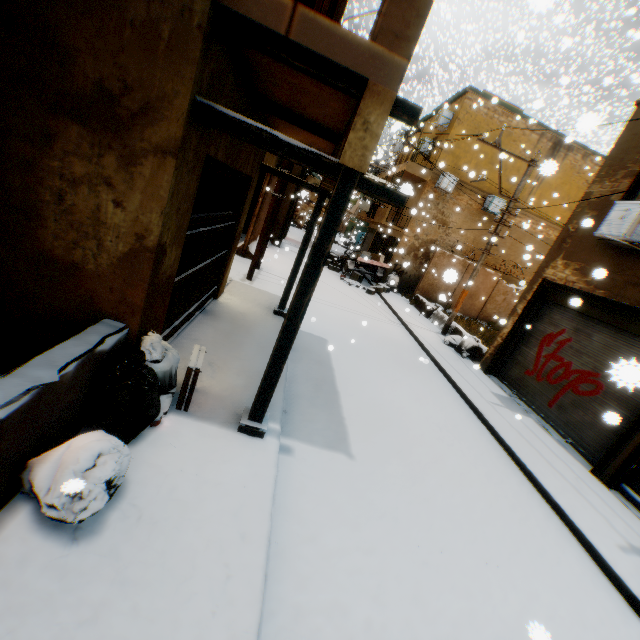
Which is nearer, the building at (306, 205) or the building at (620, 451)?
the building at (620, 451)

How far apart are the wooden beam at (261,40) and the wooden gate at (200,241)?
0.6m

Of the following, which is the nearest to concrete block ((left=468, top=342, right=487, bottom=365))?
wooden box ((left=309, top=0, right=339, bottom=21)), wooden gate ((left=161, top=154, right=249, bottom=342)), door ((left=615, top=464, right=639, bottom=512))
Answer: door ((left=615, top=464, right=639, bottom=512))

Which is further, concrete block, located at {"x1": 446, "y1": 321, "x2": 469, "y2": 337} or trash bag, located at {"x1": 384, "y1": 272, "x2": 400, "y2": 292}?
concrete block, located at {"x1": 446, "y1": 321, "x2": 469, "y2": 337}

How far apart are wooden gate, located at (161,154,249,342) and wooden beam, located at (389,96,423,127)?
0.6m

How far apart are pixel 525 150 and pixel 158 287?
21.2 meters

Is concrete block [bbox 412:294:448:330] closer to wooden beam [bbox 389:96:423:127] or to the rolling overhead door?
the rolling overhead door

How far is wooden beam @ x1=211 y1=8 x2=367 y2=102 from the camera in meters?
2.6 m
